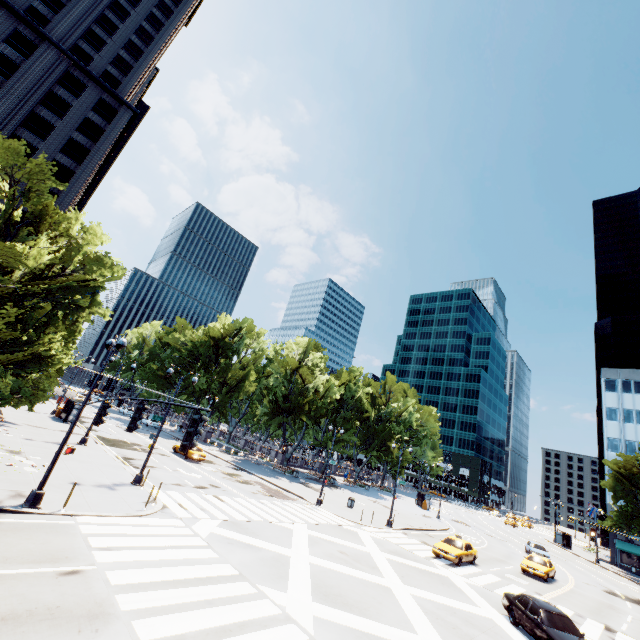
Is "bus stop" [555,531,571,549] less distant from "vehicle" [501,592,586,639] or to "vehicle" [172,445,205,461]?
"vehicle" [501,592,586,639]

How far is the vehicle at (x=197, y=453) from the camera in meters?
33.8 m

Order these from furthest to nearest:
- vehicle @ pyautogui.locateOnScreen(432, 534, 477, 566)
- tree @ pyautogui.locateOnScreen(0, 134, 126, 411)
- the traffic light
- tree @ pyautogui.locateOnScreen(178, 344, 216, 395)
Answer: tree @ pyautogui.locateOnScreen(178, 344, 216, 395), vehicle @ pyautogui.locateOnScreen(432, 534, 477, 566), tree @ pyautogui.locateOnScreen(0, 134, 126, 411), the traffic light

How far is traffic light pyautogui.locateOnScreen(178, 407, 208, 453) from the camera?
7.0 meters

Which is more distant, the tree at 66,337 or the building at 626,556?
the building at 626,556

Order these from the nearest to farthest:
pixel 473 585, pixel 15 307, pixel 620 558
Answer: pixel 15 307 < pixel 473 585 < pixel 620 558

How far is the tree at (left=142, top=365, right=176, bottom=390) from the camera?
57.8 meters

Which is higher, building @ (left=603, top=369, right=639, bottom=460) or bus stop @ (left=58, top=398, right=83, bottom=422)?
building @ (left=603, top=369, right=639, bottom=460)
